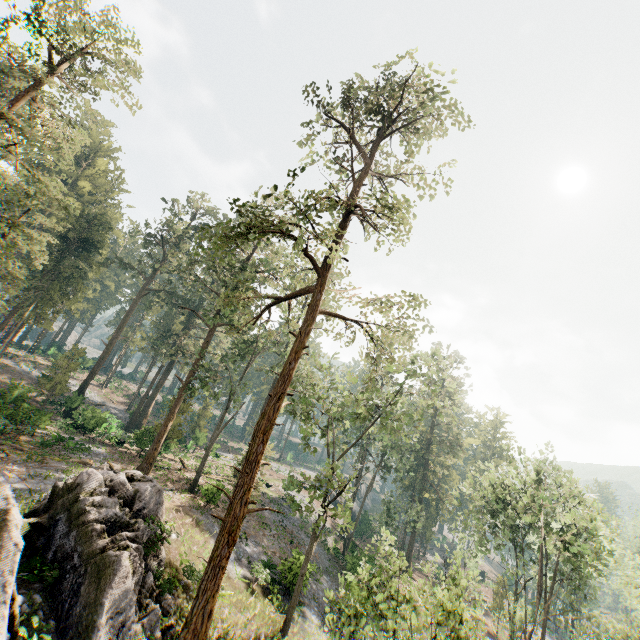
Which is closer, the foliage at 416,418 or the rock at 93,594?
the rock at 93,594

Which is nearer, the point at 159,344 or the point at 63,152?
the point at 63,152

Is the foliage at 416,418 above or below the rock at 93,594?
above

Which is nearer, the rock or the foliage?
the rock

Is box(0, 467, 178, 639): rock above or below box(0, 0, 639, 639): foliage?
below
